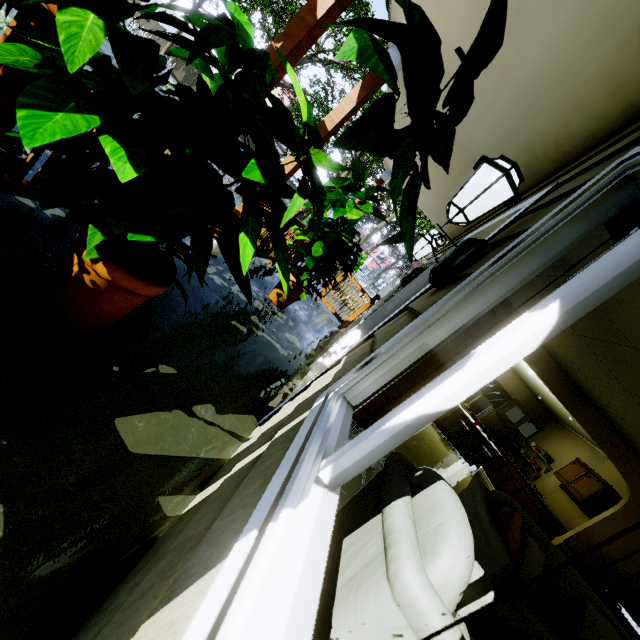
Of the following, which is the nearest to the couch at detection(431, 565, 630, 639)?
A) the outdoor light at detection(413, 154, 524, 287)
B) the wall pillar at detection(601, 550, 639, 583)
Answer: the outdoor light at detection(413, 154, 524, 287)

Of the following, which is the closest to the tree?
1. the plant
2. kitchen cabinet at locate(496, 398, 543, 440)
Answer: the plant

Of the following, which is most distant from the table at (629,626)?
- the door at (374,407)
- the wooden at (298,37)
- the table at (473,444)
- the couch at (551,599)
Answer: the wooden at (298,37)

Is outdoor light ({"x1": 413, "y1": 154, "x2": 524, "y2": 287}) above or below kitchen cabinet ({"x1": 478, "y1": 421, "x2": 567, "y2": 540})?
above

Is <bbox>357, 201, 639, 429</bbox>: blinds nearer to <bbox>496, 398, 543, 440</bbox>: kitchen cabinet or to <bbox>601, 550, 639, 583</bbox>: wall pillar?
<bbox>601, 550, 639, 583</bbox>: wall pillar

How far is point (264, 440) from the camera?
1.4 meters

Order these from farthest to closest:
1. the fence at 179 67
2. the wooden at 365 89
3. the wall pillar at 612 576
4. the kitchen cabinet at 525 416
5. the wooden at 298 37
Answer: the fence at 179 67 < the kitchen cabinet at 525 416 < the wall pillar at 612 576 < the wooden at 365 89 < the wooden at 298 37

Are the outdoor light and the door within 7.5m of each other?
yes
